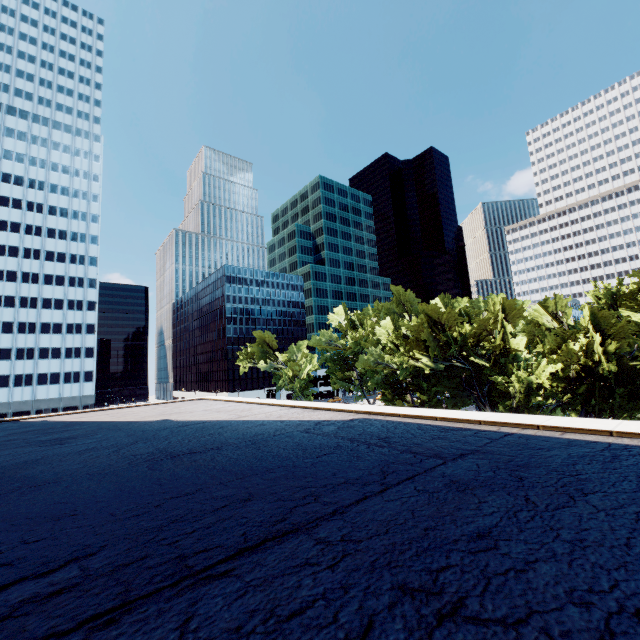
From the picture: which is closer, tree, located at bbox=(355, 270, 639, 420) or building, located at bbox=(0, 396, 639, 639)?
building, located at bbox=(0, 396, 639, 639)

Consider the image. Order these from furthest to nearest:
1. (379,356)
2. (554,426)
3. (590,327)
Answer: (379,356) → (590,327) → (554,426)

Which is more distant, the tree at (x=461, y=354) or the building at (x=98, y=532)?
the tree at (x=461, y=354)
